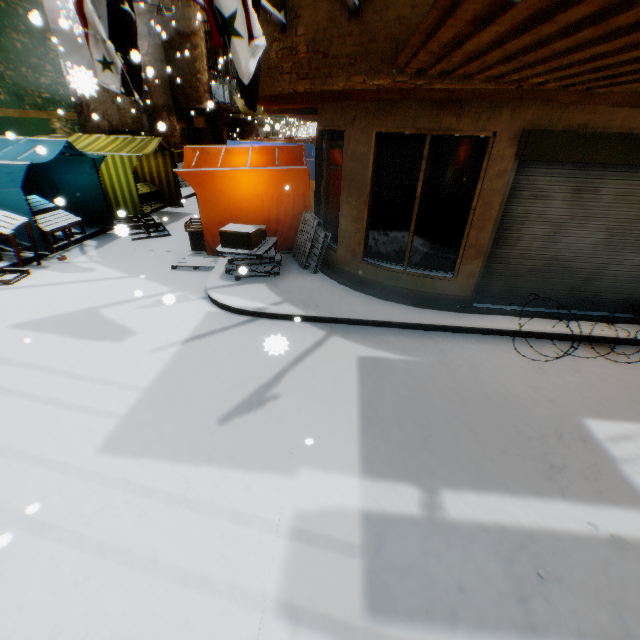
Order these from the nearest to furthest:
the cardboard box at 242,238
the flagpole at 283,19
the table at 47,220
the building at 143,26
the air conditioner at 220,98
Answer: the flagpole at 283,19 < the cardboard box at 242,238 < the table at 47,220 < the building at 143,26 < the air conditioner at 220,98

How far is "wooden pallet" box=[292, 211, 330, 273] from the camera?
7.31m

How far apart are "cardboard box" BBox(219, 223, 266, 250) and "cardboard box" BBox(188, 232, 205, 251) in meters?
0.6

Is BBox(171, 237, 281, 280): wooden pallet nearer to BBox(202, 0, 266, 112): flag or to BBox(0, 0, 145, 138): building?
BBox(0, 0, 145, 138): building

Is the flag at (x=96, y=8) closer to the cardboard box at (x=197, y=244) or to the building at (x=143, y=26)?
the building at (x=143, y=26)

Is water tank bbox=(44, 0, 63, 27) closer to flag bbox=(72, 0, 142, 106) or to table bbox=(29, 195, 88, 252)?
flag bbox=(72, 0, 142, 106)

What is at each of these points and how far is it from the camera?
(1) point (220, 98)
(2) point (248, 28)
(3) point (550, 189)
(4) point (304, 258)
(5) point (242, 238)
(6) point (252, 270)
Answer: (1) air conditioner, 17.0m
(2) flag, 2.4m
(3) building, 5.2m
(4) wooden pallet, 7.7m
(5) cardboard box, 6.7m
(6) wooden pallet, 7.0m

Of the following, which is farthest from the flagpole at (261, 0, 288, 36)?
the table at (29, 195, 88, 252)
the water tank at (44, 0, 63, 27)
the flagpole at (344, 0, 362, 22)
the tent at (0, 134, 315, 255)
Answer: the table at (29, 195, 88, 252)
